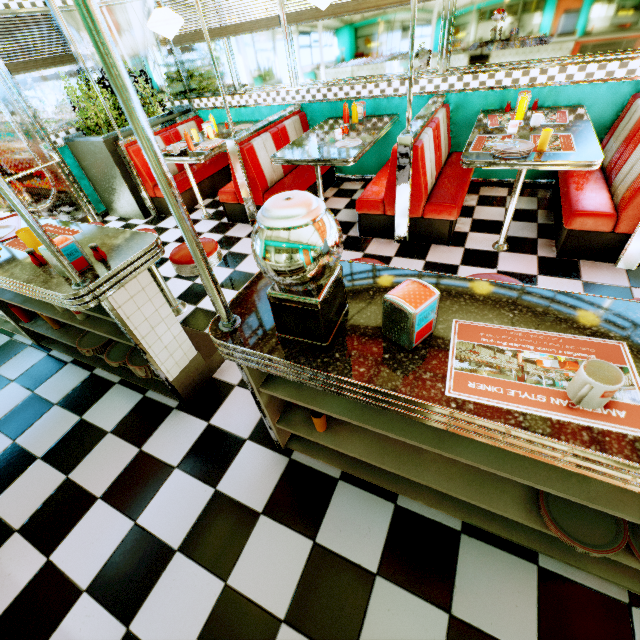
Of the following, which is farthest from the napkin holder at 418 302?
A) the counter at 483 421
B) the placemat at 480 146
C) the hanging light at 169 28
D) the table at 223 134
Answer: the hanging light at 169 28

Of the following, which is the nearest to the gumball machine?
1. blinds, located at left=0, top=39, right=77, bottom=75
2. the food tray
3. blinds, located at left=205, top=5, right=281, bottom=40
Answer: the food tray

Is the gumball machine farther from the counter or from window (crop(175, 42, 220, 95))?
window (crop(175, 42, 220, 95))

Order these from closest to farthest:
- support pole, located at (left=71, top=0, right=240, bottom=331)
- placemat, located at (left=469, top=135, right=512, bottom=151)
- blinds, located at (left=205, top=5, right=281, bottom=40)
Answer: support pole, located at (left=71, top=0, right=240, bottom=331)
placemat, located at (left=469, top=135, right=512, bottom=151)
blinds, located at (left=205, top=5, right=281, bottom=40)

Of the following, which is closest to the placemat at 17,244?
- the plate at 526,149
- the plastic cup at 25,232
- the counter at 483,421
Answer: the plastic cup at 25,232

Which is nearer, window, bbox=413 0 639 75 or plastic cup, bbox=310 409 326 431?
plastic cup, bbox=310 409 326 431

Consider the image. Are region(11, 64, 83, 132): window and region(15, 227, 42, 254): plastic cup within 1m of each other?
no

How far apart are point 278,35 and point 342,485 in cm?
534
